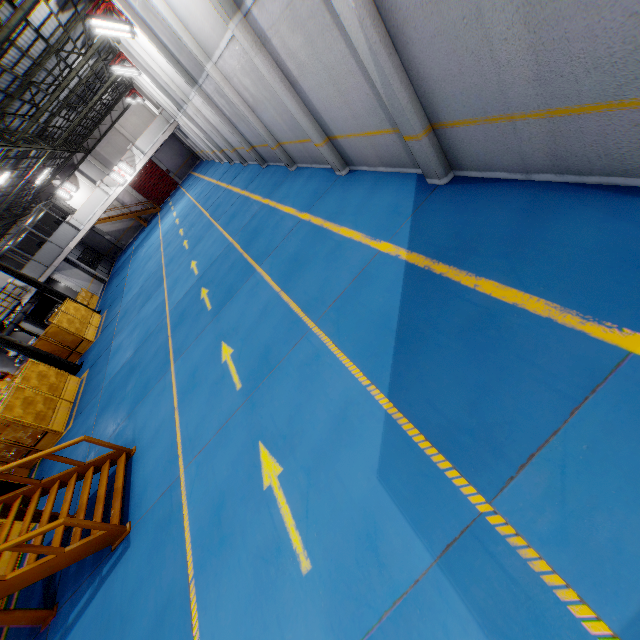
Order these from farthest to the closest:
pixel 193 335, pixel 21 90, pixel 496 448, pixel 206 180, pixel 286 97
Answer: pixel 206 180
pixel 21 90
pixel 193 335
pixel 286 97
pixel 496 448

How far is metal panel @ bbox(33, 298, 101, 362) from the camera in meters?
18.4 m

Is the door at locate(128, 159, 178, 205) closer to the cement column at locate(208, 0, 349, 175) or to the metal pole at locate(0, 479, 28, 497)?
the metal pole at locate(0, 479, 28, 497)

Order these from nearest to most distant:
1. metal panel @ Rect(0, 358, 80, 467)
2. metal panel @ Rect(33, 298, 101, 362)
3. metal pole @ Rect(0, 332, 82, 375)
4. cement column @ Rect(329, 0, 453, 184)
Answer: cement column @ Rect(329, 0, 453, 184) < metal panel @ Rect(0, 358, 80, 467) < metal pole @ Rect(0, 332, 82, 375) < metal panel @ Rect(33, 298, 101, 362)

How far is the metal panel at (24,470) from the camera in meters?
12.6 m

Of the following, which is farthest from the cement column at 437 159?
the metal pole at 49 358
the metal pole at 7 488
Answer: the metal pole at 49 358

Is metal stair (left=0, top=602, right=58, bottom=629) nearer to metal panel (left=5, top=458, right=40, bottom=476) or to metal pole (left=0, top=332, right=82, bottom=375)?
metal panel (left=5, top=458, right=40, bottom=476)
